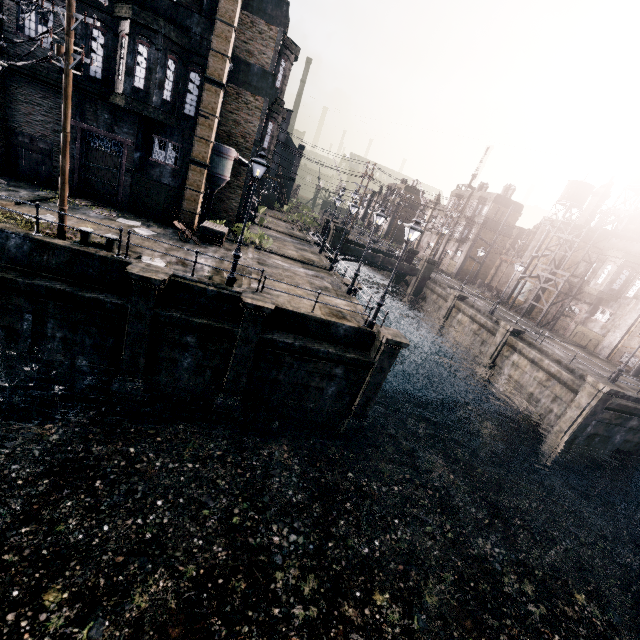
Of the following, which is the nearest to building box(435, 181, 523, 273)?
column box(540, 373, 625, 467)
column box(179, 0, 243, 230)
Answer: column box(540, 373, 625, 467)

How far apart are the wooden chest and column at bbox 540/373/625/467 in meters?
25.7 m

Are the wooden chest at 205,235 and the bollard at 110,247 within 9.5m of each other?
yes

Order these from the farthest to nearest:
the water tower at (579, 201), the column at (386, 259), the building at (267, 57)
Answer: the water tower at (579, 201), the column at (386, 259), the building at (267, 57)

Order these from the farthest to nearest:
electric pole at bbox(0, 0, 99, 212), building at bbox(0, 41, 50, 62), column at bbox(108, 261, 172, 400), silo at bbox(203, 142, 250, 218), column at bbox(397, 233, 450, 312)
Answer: column at bbox(397, 233, 450, 312)
silo at bbox(203, 142, 250, 218)
building at bbox(0, 41, 50, 62)
column at bbox(108, 261, 172, 400)
electric pole at bbox(0, 0, 99, 212)

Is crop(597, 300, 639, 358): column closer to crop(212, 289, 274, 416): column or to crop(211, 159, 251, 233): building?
crop(212, 289, 274, 416): column

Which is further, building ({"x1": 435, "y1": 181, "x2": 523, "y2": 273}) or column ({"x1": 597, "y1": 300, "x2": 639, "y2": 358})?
building ({"x1": 435, "y1": 181, "x2": 523, "y2": 273})

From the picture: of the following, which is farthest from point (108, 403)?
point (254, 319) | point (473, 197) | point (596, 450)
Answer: point (473, 197)
